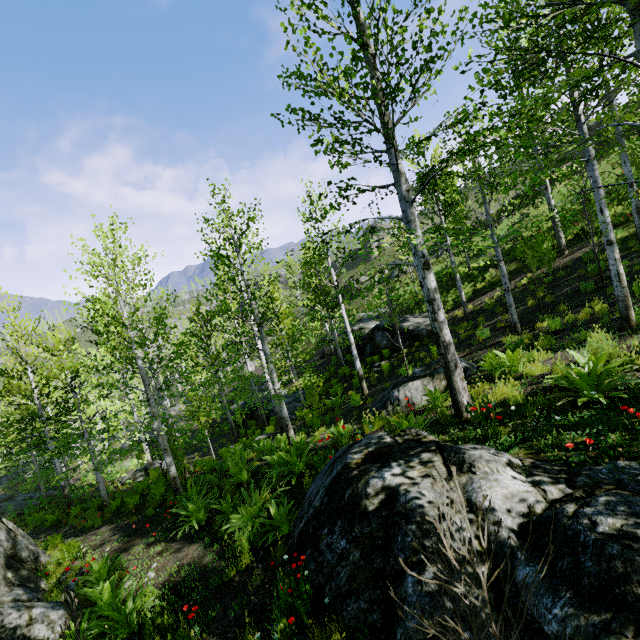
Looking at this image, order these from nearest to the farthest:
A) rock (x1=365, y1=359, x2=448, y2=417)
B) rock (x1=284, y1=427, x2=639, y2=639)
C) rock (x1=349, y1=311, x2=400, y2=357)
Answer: rock (x1=284, y1=427, x2=639, y2=639), rock (x1=365, y1=359, x2=448, y2=417), rock (x1=349, y1=311, x2=400, y2=357)

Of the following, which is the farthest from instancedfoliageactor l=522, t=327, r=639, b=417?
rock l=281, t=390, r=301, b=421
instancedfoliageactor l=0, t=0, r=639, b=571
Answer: instancedfoliageactor l=0, t=0, r=639, b=571

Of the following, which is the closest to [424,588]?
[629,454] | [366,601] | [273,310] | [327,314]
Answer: [366,601]

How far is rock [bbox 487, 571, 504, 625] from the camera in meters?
2.9

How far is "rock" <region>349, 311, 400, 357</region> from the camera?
18.8 meters

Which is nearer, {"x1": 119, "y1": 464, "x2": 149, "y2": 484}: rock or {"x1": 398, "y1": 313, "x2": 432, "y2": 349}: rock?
{"x1": 398, "y1": 313, "x2": 432, "y2": 349}: rock

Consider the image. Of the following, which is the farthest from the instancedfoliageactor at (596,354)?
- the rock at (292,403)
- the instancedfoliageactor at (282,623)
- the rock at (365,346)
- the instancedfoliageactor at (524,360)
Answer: the instancedfoliageactor at (524,360)

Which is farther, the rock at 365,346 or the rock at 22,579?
the rock at 365,346
